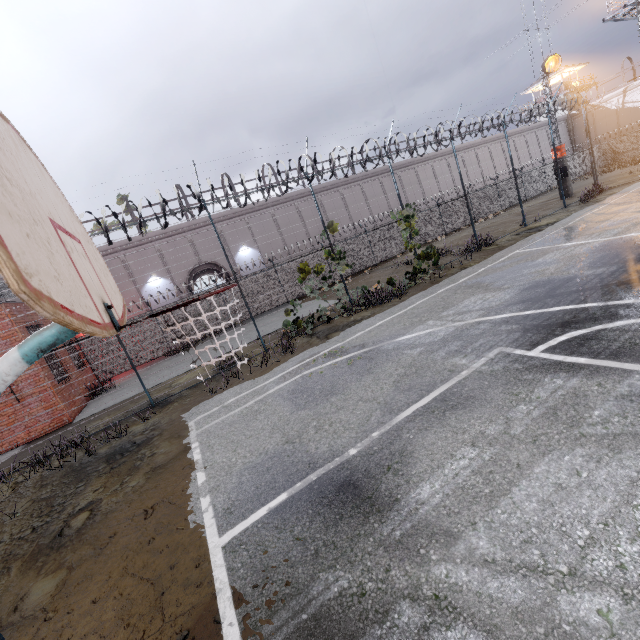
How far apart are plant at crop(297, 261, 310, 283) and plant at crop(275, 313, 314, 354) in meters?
0.6

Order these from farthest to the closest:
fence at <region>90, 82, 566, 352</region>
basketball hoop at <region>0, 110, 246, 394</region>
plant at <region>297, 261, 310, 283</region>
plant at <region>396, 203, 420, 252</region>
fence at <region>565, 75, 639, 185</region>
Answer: fence at <region>565, 75, 639, 185</region>
plant at <region>396, 203, 420, 252</region>
plant at <region>297, 261, 310, 283</region>
fence at <region>90, 82, 566, 352</region>
basketball hoop at <region>0, 110, 246, 394</region>

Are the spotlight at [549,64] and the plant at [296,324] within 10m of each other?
no

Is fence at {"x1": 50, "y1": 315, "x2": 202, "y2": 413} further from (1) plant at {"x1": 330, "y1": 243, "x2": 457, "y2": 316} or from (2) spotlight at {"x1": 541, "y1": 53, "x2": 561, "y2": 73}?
(2) spotlight at {"x1": 541, "y1": 53, "x2": 561, "y2": 73}

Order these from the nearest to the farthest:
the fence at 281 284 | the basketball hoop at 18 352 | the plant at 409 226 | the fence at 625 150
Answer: the basketball hoop at 18 352 < the fence at 281 284 < the plant at 409 226 < the fence at 625 150

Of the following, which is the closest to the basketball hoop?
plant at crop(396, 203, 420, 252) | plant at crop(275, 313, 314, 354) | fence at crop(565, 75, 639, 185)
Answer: fence at crop(565, 75, 639, 185)

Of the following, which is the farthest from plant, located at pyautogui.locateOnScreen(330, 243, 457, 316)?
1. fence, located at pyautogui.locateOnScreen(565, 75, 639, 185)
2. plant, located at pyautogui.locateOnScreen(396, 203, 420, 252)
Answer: plant, located at pyautogui.locateOnScreen(396, 203, 420, 252)

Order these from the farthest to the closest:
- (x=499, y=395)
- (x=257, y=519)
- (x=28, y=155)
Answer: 1. (x=499, y=395)
2. (x=257, y=519)
3. (x=28, y=155)
